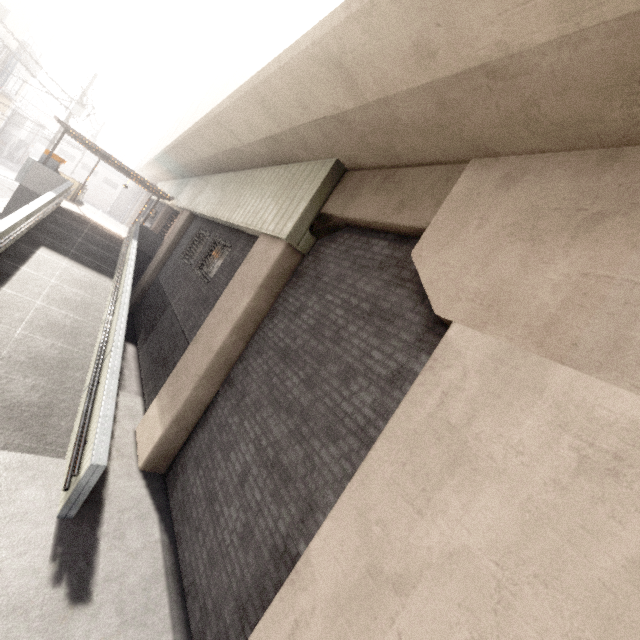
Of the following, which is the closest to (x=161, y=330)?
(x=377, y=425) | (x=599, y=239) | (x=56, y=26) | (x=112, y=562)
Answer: (x=112, y=562)

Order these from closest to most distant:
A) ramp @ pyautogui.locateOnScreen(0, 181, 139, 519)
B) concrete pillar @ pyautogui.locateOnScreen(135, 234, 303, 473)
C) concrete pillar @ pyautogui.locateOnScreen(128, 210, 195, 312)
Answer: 1. ramp @ pyautogui.locateOnScreen(0, 181, 139, 519)
2. concrete pillar @ pyautogui.locateOnScreen(135, 234, 303, 473)
3. concrete pillar @ pyautogui.locateOnScreen(128, 210, 195, 312)

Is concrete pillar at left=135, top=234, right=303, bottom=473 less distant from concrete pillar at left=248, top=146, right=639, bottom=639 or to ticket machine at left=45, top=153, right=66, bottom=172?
concrete pillar at left=248, top=146, right=639, bottom=639

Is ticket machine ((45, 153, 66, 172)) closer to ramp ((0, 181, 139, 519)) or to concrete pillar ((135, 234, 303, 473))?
ramp ((0, 181, 139, 519))

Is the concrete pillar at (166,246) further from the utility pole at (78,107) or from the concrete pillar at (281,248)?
the utility pole at (78,107)

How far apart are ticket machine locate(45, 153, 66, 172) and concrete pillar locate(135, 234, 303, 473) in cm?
1407

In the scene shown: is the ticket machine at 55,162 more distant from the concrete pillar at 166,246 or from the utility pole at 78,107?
the utility pole at 78,107

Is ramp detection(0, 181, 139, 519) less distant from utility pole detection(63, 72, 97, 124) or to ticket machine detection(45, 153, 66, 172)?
ticket machine detection(45, 153, 66, 172)
